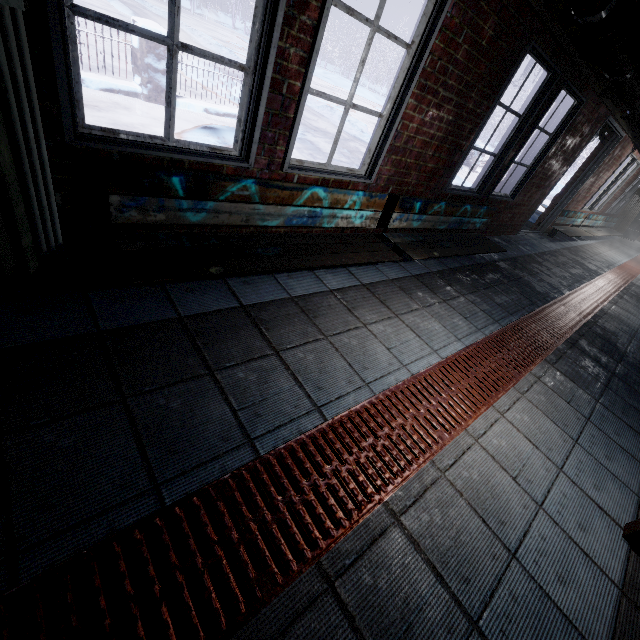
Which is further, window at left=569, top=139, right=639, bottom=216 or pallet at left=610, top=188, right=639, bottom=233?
pallet at left=610, top=188, right=639, bottom=233

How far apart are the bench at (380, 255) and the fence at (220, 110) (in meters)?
4.37

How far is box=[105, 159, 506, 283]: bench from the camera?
1.6m

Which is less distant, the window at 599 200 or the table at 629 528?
the table at 629 528

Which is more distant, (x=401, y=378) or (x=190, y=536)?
(x=401, y=378)

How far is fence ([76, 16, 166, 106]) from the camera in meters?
4.4 m

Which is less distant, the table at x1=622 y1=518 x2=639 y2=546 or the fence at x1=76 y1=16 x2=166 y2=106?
the table at x1=622 y1=518 x2=639 y2=546

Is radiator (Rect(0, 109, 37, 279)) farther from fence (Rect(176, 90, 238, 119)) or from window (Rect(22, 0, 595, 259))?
fence (Rect(176, 90, 238, 119))
